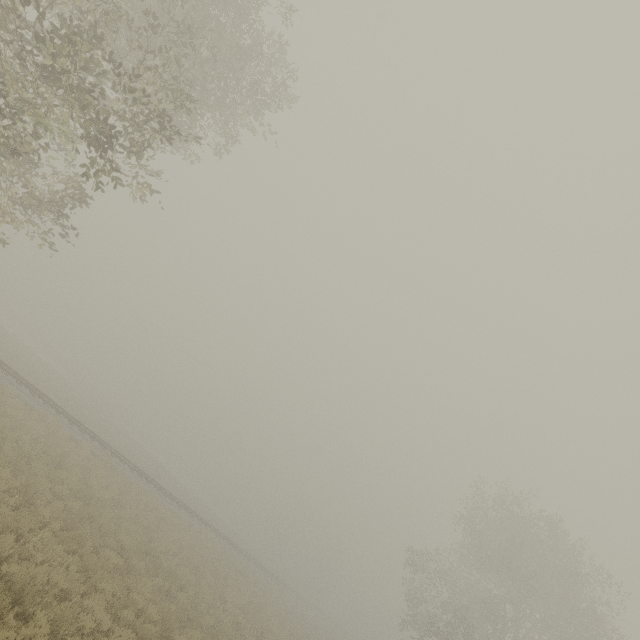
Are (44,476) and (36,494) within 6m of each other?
yes
